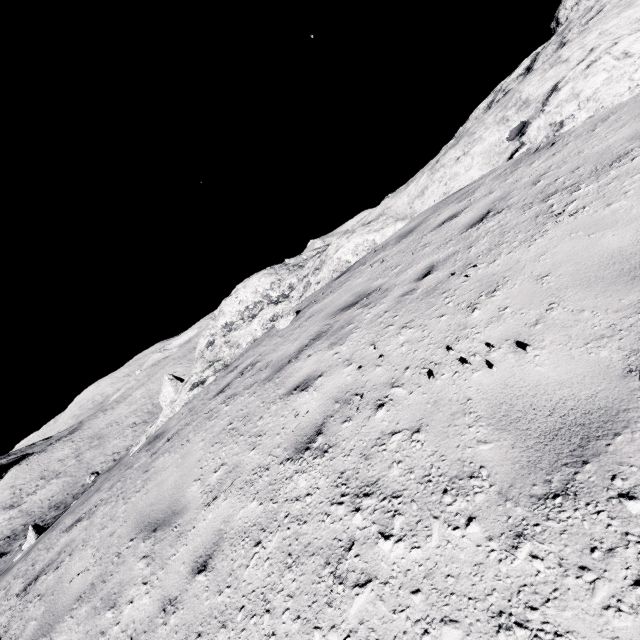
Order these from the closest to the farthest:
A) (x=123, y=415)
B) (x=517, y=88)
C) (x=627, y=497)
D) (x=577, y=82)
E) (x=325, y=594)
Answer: (x=627, y=497) → (x=325, y=594) → (x=577, y=82) → (x=517, y=88) → (x=123, y=415)
